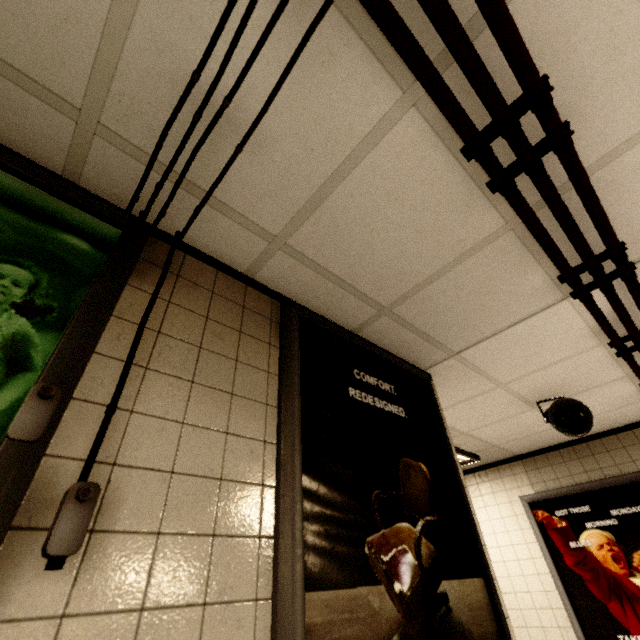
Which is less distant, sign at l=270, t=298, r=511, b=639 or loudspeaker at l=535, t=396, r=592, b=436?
sign at l=270, t=298, r=511, b=639

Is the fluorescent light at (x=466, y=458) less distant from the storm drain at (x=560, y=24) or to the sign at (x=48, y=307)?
the storm drain at (x=560, y=24)

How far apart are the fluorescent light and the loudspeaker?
1.09m

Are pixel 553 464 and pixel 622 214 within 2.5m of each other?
no

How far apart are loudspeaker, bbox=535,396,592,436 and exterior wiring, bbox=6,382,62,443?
3.2m

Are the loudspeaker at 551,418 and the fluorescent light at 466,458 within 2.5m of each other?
yes

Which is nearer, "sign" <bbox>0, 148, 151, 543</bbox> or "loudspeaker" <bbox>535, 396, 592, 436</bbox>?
"sign" <bbox>0, 148, 151, 543</bbox>

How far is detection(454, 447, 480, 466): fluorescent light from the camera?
3.8 meters
